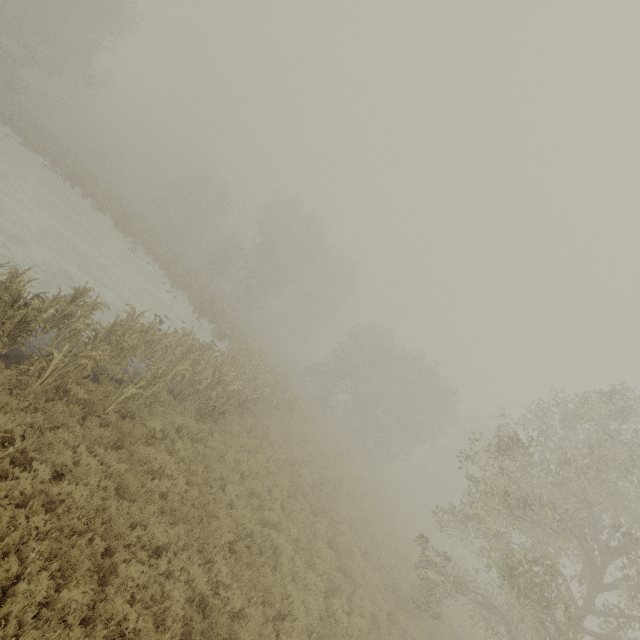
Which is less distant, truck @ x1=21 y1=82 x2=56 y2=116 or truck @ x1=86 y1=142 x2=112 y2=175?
truck @ x1=21 y1=82 x2=56 y2=116

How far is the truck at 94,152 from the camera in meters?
47.4

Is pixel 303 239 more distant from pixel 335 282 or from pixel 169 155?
pixel 169 155

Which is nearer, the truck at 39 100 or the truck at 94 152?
the truck at 39 100

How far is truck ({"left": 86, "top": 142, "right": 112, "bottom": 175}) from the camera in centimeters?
4741cm

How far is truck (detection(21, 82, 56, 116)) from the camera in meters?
44.4
